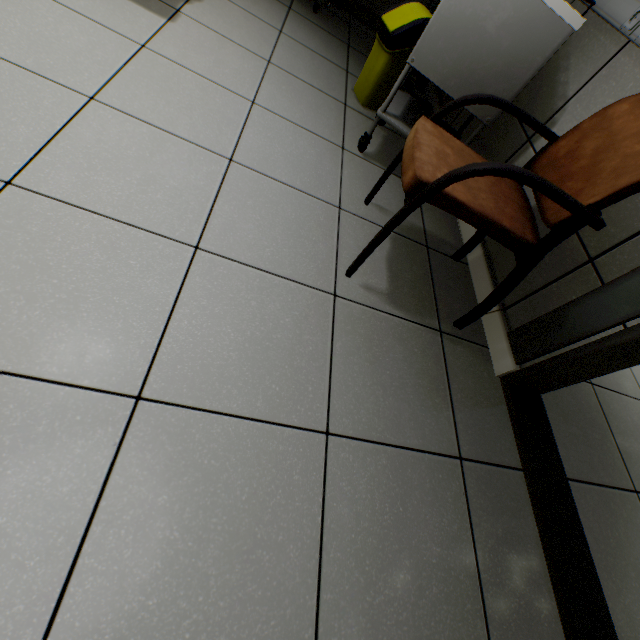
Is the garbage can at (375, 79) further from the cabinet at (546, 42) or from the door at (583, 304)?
the door at (583, 304)

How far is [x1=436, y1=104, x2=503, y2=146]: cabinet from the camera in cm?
144

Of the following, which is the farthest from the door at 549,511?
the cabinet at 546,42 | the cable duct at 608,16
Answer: the cabinet at 546,42

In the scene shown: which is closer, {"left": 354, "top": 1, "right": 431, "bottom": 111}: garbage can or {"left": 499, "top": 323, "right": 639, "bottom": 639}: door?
{"left": 499, "top": 323, "right": 639, "bottom": 639}: door

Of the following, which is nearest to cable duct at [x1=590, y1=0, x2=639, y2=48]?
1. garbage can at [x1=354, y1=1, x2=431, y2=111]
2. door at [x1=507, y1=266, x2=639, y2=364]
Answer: door at [x1=507, y1=266, x2=639, y2=364]

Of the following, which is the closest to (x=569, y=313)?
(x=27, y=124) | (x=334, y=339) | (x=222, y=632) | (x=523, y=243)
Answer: (x=523, y=243)

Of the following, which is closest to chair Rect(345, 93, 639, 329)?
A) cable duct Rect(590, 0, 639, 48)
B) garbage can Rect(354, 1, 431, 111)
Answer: cable duct Rect(590, 0, 639, 48)

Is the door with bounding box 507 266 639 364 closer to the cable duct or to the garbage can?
the cable duct
